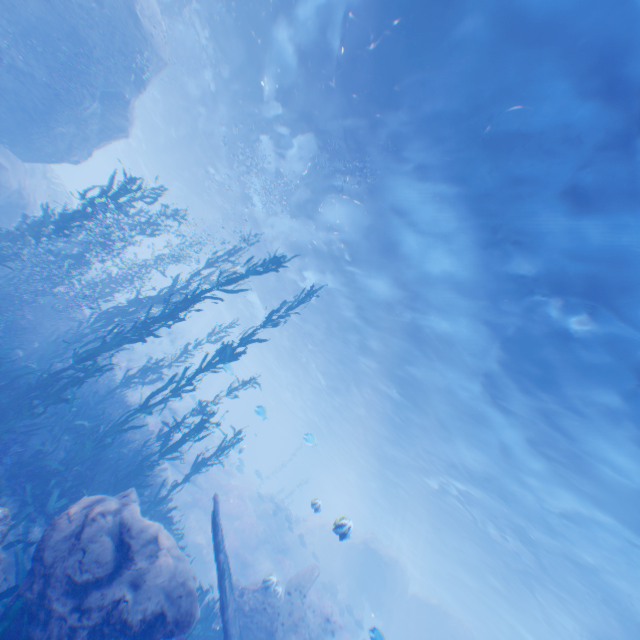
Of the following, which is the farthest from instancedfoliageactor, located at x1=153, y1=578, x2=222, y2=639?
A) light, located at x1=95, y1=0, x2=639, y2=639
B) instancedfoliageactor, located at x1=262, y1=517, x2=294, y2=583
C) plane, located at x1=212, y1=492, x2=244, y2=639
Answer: instancedfoliageactor, located at x1=262, y1=517, x2=294, y2=583

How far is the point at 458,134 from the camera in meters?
8.7 m

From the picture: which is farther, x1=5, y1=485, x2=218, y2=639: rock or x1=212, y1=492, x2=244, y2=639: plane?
x1=212, y1=492, x2=244, y2=639: plane

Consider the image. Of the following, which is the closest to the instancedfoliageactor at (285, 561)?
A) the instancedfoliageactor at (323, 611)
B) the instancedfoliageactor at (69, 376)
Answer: the instancedfoliageactor at (323, 611)

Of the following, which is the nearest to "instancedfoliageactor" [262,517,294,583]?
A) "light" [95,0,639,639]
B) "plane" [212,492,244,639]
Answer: "plane" [212,492,244,639]

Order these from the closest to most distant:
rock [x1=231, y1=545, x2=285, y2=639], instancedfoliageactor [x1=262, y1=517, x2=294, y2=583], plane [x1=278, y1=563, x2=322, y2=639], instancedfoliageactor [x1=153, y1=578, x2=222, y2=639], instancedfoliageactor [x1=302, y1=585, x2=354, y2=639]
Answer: instancedfoliageactor [x1=153, y1=578, x2=222, y2=639]
rock [x1=231, y1=545, x2=285, y2=639]
plane [x1=278, y1=563, x2=322, y2=639]
instancedfoliageactor [x1=302, y1=585, x2=354, y2=639]
instancedfoliageactor [x1=262, y1=517, x2=294, y2=583]

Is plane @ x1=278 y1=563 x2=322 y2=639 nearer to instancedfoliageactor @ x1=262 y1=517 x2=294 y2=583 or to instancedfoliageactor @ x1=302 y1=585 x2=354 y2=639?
instancedfoliageactor @ x1=302 y1=585 x2=354 y2=639

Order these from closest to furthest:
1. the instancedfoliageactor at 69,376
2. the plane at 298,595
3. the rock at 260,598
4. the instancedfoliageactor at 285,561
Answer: the instancedfoliageactor at 69,376, the rock at 260,598, the plane at 298,595, the instancedfoliageactor at 285,561
